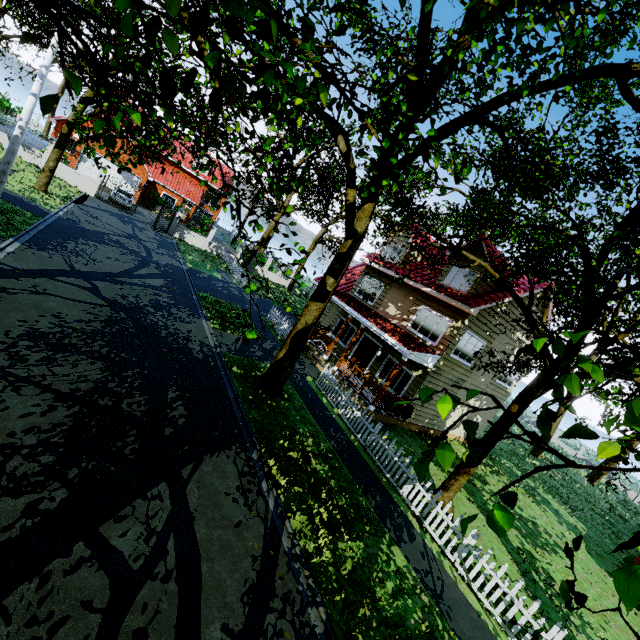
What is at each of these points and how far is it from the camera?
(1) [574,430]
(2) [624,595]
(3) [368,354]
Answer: (1) tree, 1.70m
(2) tree, 1.11m
(3) door, 17.64m

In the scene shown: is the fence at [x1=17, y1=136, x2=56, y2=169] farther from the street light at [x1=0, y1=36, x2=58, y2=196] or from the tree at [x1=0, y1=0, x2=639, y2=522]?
the street light at [x1=0, y1=36, x2=58, y2=196]

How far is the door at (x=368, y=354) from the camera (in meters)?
17.39

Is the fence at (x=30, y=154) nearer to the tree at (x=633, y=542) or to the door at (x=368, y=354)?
the tree at (x=633, y=542)

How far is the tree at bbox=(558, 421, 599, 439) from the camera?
1.7 meters

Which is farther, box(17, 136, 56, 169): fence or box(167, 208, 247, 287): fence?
box(167, 208, 247, 287): fence

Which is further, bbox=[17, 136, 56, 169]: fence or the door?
bbox=[17, 136, 56, 169]: fence

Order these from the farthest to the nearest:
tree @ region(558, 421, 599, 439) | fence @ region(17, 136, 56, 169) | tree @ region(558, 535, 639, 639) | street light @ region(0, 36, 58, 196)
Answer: fence @ region(17, 136, 56, 169), street light @ region(0, 36, 58, 196), tree @ region(558, 421, 599, 439), tree @ region(558, 535, 639, 639)
